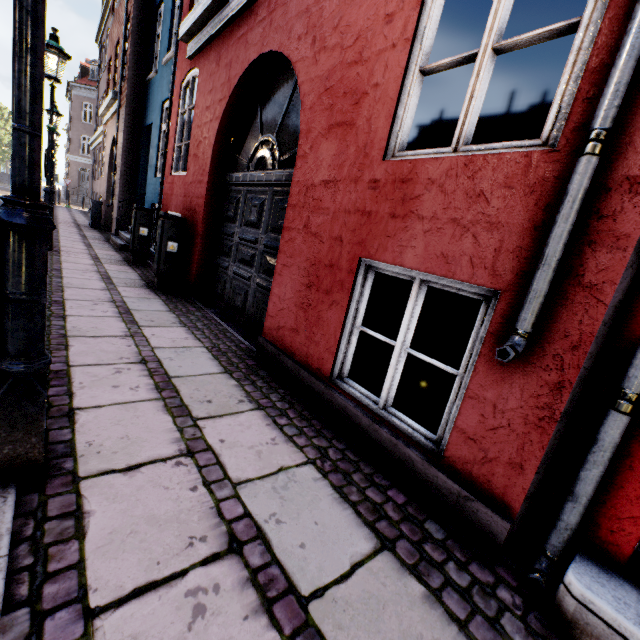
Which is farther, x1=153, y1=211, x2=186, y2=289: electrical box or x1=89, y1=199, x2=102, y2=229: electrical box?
x1=89, y1=199, x2=102, y2=229: electrical box

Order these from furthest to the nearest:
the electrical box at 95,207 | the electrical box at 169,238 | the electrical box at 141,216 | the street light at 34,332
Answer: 1. the electrical box at 95,207
2. the electrical box at 141,216
3. the electrical box at 169,238
4. the street light at 34,332

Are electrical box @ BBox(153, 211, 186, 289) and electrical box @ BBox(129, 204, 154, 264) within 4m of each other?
yes

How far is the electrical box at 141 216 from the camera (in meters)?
7.16

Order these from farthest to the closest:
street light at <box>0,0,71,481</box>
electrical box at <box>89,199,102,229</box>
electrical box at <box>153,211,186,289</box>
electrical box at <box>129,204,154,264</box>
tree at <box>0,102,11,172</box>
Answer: tree at <box>0,102,11,172</box>
electrical box at <box>89,199,102,229</box>
electrical box at <box>129,204,154,264</box>
electrical box at <box>153,211,186,289</box>
street light at <box>0,0,71,481</box>

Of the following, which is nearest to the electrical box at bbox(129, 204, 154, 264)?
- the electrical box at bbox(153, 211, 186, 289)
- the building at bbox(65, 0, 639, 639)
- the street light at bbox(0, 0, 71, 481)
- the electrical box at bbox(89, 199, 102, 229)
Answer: the building at bbox(65, 0, 639, 639)

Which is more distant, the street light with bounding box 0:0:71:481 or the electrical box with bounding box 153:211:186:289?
the electrical box with bounding box 153:211:186:289

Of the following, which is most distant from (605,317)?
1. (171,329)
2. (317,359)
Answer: (171,329)
